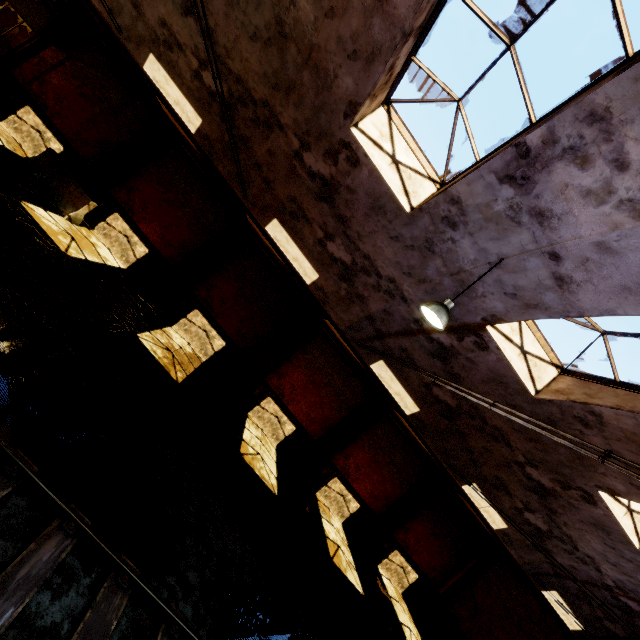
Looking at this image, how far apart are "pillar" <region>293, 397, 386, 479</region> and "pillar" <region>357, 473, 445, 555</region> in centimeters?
422cm

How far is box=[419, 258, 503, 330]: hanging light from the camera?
5.2m

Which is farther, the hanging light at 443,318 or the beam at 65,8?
the beam at 65,8

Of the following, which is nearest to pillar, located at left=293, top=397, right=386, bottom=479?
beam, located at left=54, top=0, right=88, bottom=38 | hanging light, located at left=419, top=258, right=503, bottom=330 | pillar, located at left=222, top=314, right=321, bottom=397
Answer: pillar, located at left=222, top=314, right=321, bottom=397

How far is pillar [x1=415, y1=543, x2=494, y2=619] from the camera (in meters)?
15.91

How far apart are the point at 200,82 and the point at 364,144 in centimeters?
473cm

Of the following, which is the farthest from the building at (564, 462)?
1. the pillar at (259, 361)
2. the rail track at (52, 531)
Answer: the pillar at (259, 361)

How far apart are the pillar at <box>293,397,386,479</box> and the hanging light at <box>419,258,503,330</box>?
9.9m
